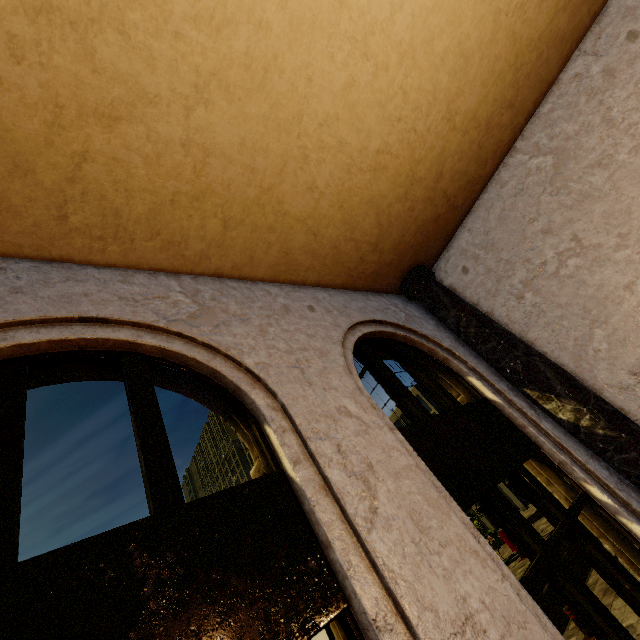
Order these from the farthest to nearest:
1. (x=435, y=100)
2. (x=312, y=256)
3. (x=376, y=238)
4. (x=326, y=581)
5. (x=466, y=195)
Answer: (x=466, y=195), (x=376, y=238), (x=312, y=256), (x=435, y=100), (x=326, y=581)
